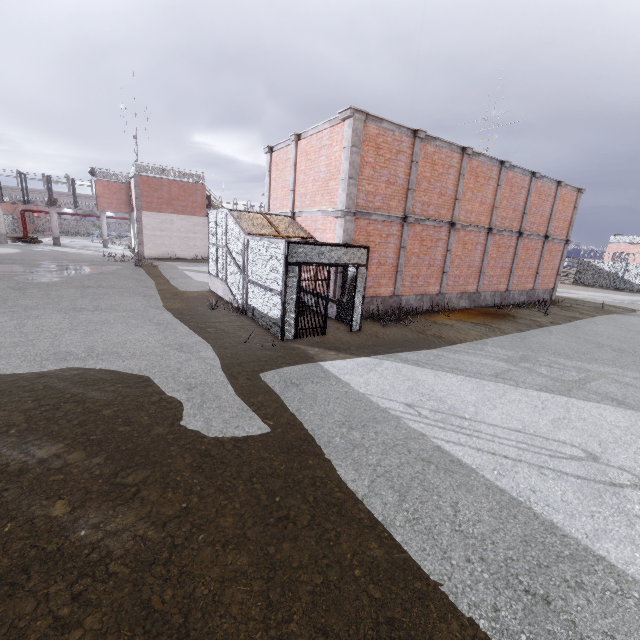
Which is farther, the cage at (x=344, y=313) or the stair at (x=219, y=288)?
the stair at (x=219, y=288)

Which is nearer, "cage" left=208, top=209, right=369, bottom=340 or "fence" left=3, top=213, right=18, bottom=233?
"cage" left=208, top=209, right=369, bottom=340

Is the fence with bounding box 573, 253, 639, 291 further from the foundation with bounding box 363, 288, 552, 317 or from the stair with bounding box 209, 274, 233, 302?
the stair with bounding box 209, 274, 233, 302

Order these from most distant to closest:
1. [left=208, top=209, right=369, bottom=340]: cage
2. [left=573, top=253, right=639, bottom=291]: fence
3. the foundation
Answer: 1. [left=573, top=253, right=639, bottom=291]: fence
2. the foundation
3. [left=208, top=209, right=369, bottom=340]: cage

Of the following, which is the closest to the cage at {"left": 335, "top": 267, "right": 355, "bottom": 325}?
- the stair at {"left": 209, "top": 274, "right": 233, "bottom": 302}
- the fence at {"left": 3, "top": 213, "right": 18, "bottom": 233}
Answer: the stair at {"left": 209, "top": 274, "right": 233, "bottom": 302}

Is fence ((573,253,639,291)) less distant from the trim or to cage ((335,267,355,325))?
cage ((335,267,355,325))

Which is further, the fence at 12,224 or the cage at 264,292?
the fence at 12,224

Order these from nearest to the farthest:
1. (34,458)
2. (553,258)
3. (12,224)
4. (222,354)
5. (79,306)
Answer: (34,458) → (222,354) → (79,306) → (553,258) → (12,224)
